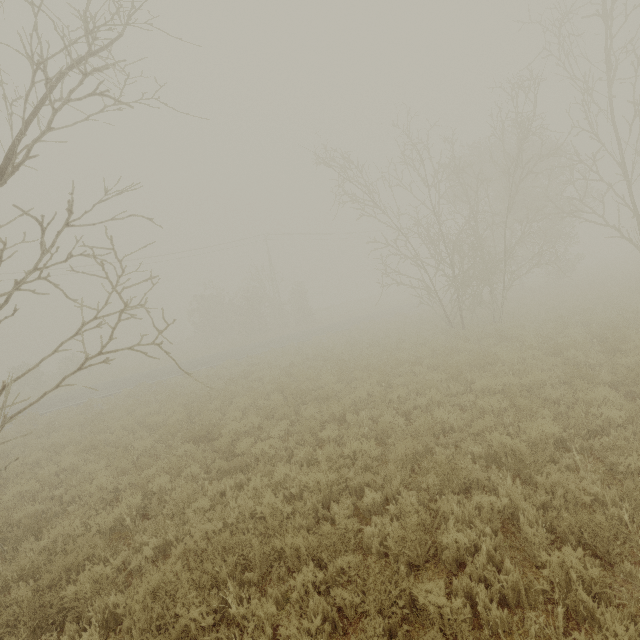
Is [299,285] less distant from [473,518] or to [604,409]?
[604,409]
